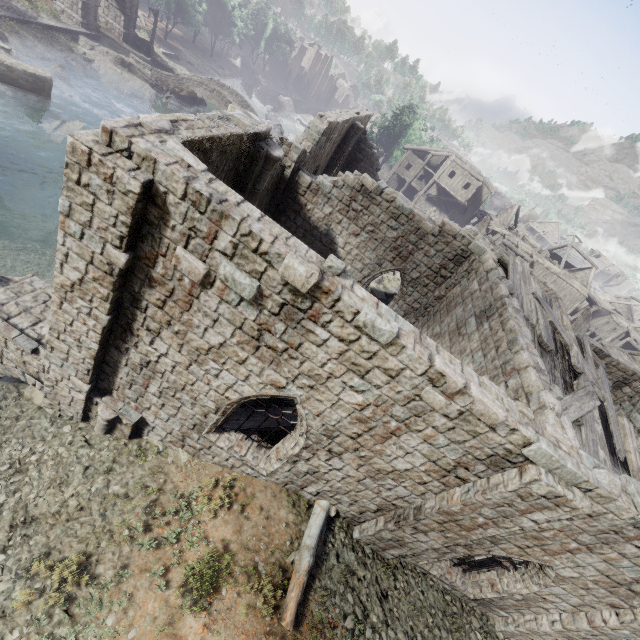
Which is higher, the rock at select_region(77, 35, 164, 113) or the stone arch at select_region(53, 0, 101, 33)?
the stone arch at select_region(53, 0, 101, 33)

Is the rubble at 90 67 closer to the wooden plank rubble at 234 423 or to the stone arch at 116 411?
the wooden plank rubble at 234 423

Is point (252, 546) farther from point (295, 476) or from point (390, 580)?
point (390, 580)

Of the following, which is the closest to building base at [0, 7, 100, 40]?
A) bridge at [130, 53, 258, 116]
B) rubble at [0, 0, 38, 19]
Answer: rubble at [0, 0, 38, 19]

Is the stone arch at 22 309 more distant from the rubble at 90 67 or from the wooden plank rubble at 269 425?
the rubble at 90 67

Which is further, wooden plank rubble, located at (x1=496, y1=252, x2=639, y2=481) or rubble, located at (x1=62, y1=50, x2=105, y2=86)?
rubble, located at (x1=62, y1=50, x2=105, y2=86)

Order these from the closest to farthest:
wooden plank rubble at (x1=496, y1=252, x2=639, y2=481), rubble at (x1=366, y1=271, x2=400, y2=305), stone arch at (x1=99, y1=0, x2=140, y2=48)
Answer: wooden plank rubble at (x1=496, y1=252, x2=639, y2=481) < rubble at (x1=366, y1=271, x2=400, y2=305) < stone arch at (x1=99, y1=0, x2=140, y2=48)

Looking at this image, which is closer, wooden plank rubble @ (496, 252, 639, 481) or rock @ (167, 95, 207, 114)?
wooden plank rubble @ (496, 252, 639, 481)
